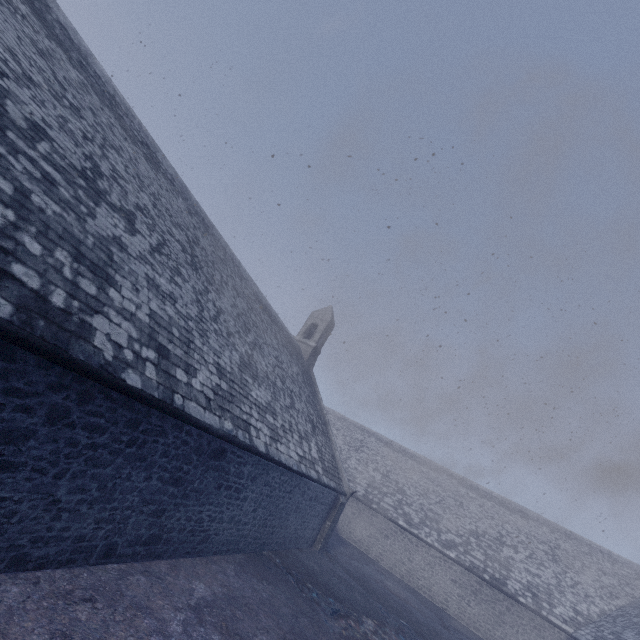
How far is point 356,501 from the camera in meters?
25.0
